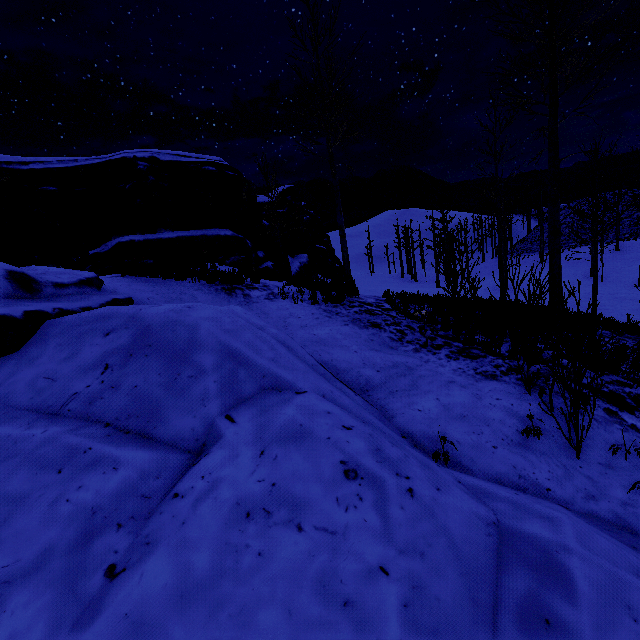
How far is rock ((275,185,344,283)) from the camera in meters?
24.4 m

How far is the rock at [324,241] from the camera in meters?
24.4 m

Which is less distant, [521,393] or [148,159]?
[521,393]

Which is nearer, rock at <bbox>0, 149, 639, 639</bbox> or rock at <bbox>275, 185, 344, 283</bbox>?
rock at <bbox>0, 149, 639, 639</bbox>

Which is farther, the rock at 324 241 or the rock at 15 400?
the rock at 324 241
